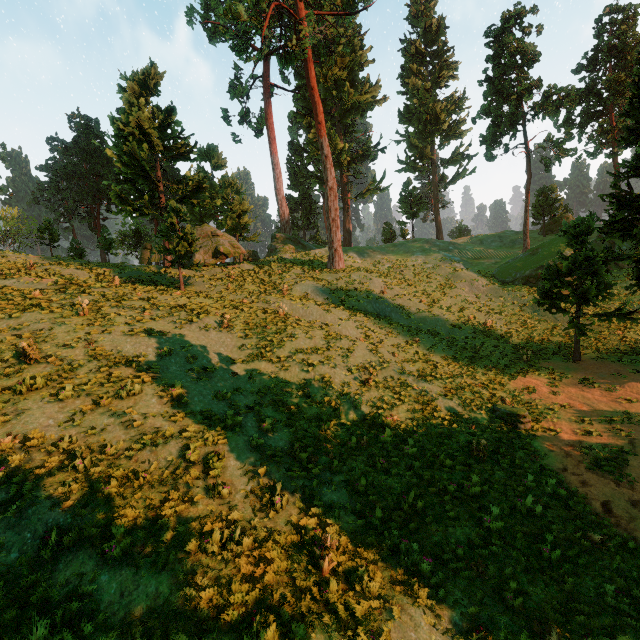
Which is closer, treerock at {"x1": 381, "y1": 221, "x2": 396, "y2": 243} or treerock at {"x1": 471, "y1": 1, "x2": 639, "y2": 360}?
treerock at {"x1": 471, "y1": 1, "x2": 639, "y2": 360}

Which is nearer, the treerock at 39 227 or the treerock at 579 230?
the treerock at 579 230

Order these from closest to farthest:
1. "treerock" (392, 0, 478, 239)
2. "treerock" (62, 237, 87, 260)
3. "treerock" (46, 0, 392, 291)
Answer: "treerock" (46, 0, 392, 291) < "treerock" (62, 237, 87, 260) < "treerock" (392, 0, 478, 239)

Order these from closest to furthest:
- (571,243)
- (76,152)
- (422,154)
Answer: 1. (571,243)
2. (422,154)
3. (76,152)

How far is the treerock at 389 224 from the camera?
54.84m
